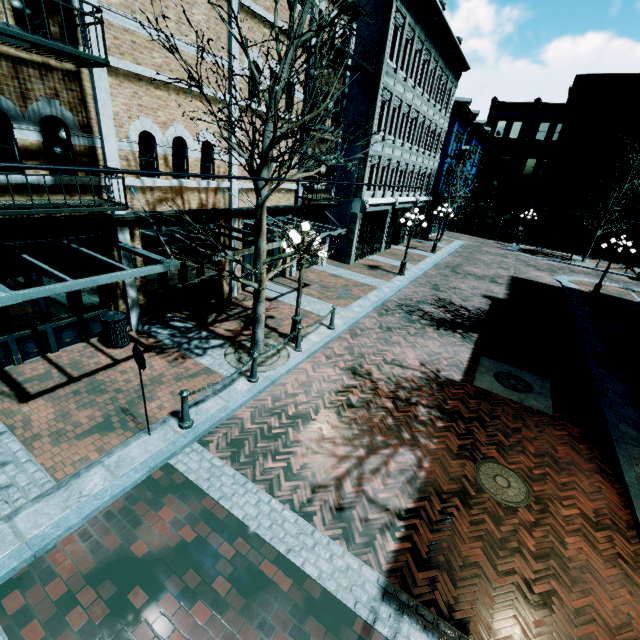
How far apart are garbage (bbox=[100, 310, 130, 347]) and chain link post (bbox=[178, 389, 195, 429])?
3.6 meters

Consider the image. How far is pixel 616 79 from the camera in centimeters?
2731cm

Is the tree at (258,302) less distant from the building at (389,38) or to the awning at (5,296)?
the awning at (5,296)

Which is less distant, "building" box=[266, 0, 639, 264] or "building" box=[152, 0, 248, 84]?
"building" box=[152, 0, 248, 84]

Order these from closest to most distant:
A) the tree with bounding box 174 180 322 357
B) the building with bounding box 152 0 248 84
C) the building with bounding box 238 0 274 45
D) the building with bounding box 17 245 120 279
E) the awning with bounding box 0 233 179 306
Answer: the awning with bounding box 0 233 179 306
the tree with bounding box 174 180 322 357
the building with bounding box 17 245 120 279
the building with bounding box 152 0 248 84
the building with bounding box 238 0 274 45

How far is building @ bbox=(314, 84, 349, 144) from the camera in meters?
12.8

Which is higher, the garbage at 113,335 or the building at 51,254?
the building at 51,254
